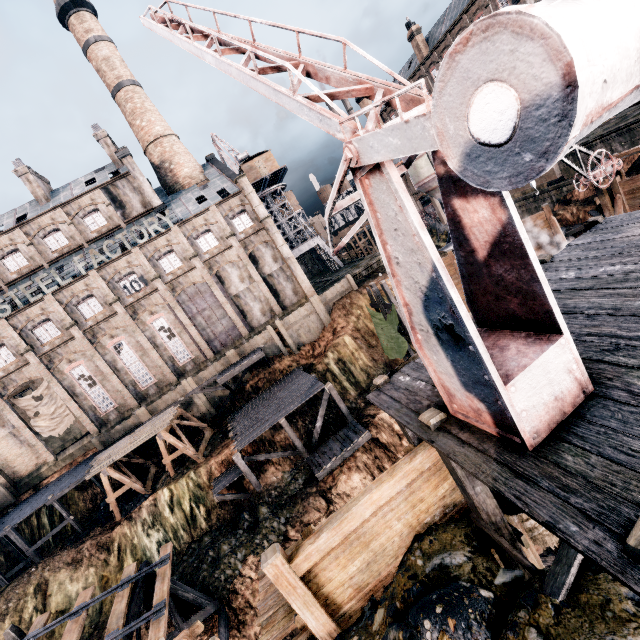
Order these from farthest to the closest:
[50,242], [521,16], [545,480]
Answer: [50,242] < [545,480] < [521,16]

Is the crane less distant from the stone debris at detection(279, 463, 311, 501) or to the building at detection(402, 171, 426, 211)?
the stone debris at detection(279, 463, 311, 501)

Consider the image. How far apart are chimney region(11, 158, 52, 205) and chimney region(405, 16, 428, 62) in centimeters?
5268cm

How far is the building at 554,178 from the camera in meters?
35.1 m

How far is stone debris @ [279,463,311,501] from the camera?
23.00m

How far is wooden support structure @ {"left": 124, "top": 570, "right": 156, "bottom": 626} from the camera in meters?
14.3 m

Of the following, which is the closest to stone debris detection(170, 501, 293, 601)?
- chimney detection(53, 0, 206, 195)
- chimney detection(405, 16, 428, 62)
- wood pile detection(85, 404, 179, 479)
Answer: wood pile detection(85, 404, 179, 479)

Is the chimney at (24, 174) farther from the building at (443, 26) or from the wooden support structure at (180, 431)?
the building at (443, 26)
